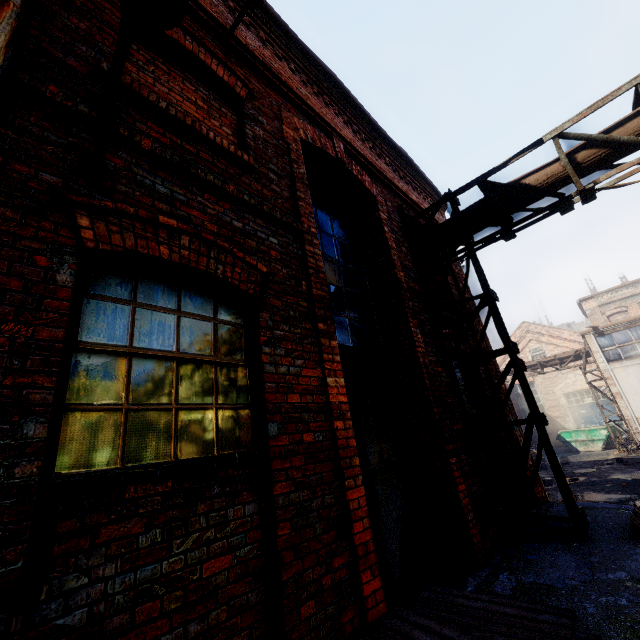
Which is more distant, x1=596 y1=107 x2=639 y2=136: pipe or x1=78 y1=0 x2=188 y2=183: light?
x1=596 y1=107 x2=639 y2=136: pipe

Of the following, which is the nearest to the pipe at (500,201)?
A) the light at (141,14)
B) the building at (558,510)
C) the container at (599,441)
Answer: the building at (558,510)

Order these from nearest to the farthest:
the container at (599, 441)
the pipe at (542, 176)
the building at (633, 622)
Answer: the building at (633, 622)
the pipe at (542, 176)
the container at (599, 441)

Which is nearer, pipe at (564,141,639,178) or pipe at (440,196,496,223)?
pipe at (564,141,639,178)

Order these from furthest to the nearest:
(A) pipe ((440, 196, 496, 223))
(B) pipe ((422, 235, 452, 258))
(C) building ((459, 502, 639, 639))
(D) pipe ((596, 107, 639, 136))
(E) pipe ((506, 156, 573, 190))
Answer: (B) pipe ((422, 235, 452, 258))
(A) pipe ((440, 196, 496, 223))
(E) pipe ((506, 156, 573, 190))
(D) pipe ((596, 107, 639, 136))
(C) building ((459, 502, 639, 639))

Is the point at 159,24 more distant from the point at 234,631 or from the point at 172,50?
the point at 234,631

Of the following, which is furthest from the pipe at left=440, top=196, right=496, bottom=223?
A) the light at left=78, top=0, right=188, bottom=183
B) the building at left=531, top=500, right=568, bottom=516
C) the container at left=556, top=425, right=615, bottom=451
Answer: the container at left=556, top=425, right=615, bottom=451

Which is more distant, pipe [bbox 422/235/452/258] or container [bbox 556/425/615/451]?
container [bbox 556/425/615/451]
